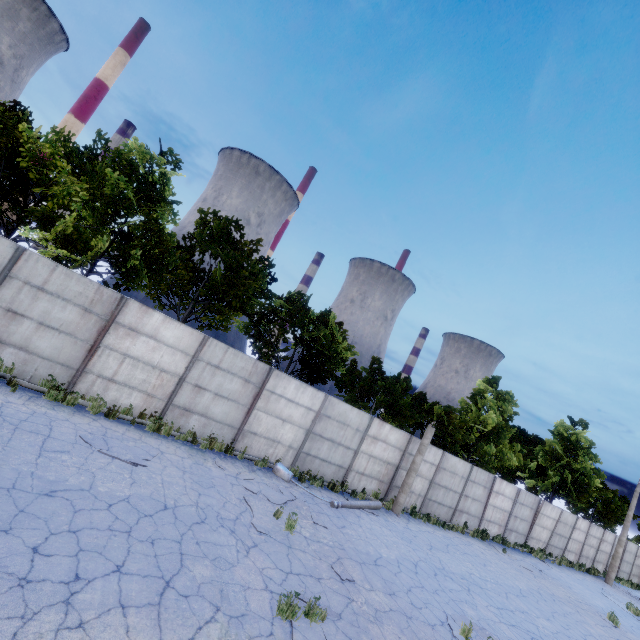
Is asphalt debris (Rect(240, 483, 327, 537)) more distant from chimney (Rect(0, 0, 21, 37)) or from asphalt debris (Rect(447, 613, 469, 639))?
chimney (Rect(0, 0, 21, 37))

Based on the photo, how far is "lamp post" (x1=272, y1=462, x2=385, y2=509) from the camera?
12.5 meters

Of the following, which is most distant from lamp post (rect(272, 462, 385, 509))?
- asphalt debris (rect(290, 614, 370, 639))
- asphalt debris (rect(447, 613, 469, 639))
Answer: asphalt debris (rect(290, 614, 370, 639))

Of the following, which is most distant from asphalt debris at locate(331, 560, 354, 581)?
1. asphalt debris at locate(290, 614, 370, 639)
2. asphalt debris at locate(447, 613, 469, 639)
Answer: asphalt debris at locate(447, 613, 469, 639)

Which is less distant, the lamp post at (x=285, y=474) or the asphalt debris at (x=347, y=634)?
the asphalt debris at (x=347, y=634)

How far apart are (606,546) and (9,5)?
118.5m

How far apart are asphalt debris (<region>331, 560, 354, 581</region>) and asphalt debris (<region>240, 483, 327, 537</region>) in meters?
1.4 m

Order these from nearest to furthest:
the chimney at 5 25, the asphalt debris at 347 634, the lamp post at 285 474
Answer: the asphalt debris at 347 634 < the lamp post at 285 474 < the chimney at 5 25
